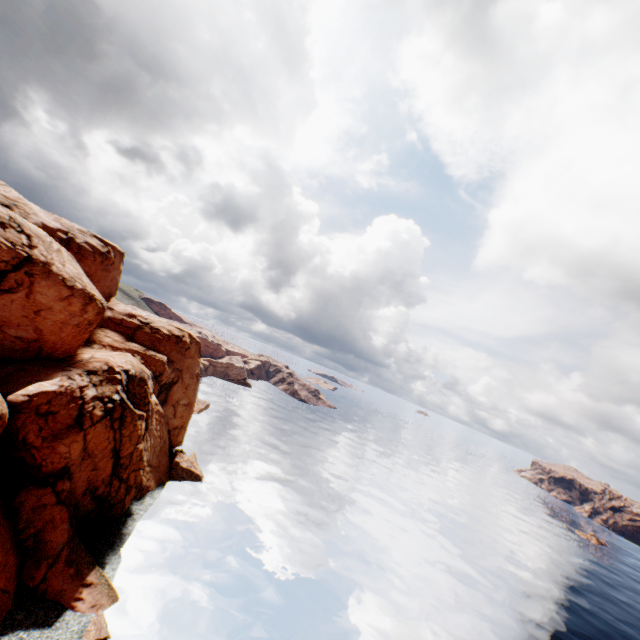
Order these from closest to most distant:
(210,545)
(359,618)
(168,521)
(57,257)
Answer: (57,257) < (359,618) < (210,545) < (168,521)
